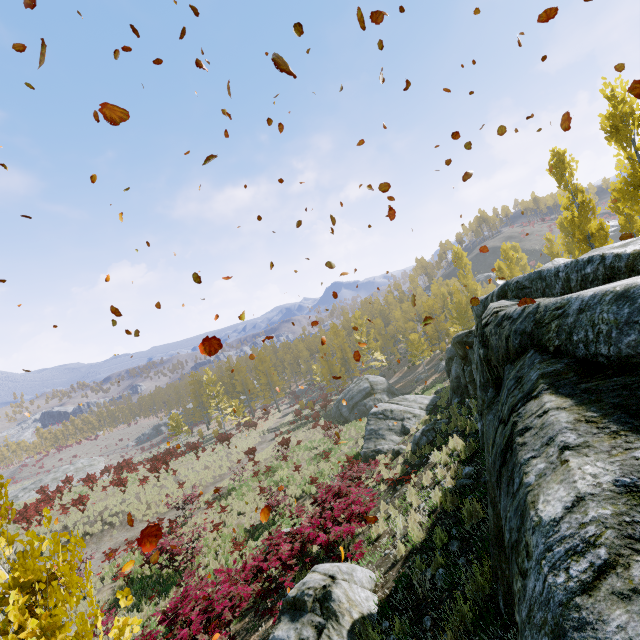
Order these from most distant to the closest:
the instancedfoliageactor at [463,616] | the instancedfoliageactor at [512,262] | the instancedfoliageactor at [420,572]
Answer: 1. the instancedfoliageactor at [512,262]
2. the instancedfoliageactor at [420,572]
3. the instancedfoliageactor at [463,616]

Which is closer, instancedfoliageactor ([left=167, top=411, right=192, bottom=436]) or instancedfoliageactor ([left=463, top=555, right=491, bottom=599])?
instancedfoliageactor ([left=463, top=555, right=491, bottom=599])

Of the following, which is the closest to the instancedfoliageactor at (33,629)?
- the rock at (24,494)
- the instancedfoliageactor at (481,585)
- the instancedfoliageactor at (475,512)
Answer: the instancedfoliageactor at (481,585)

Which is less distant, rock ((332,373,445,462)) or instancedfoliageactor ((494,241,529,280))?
rock ((332,373,445,462))

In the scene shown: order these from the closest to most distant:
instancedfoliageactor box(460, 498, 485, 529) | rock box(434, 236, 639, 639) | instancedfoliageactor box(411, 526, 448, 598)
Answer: rock box(434, 236, 639, 639)
instancedfoliageactor box(411, 526, 448, 598)
instancedfoliageactor box(460, 498, 485, 529)

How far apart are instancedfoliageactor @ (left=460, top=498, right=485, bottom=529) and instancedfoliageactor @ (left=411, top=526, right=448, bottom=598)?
0.3m

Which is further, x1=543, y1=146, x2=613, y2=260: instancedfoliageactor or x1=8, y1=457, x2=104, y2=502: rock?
x1=8, y1=457, x2=104, y2=502: rock

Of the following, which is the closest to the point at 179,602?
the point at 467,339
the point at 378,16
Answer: the point at 378,16
